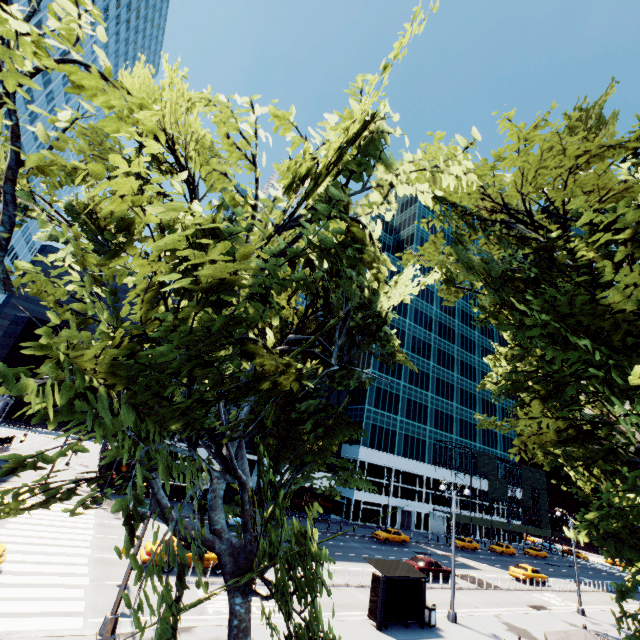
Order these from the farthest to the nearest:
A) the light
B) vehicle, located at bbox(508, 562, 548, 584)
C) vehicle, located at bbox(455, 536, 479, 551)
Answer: vehicle, located at bbox(455, 536, 479, 551) → vehicle, located at bbox(508, 562, 548, 584) → the light

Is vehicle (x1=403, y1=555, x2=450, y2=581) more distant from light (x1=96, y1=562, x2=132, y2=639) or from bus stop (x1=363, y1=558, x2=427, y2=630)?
light (x1=96, y1=562, x2=132, y2=639)

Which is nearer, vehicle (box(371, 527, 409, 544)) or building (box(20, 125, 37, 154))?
vehicle (box(371, 527, 409, 544))

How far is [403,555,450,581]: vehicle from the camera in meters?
26.7

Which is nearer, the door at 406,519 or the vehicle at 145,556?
the vehicle at 145,556

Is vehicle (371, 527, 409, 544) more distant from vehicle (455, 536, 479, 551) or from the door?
the door

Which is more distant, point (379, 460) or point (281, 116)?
point (379, 460)

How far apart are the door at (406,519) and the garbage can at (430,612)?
40.03m
